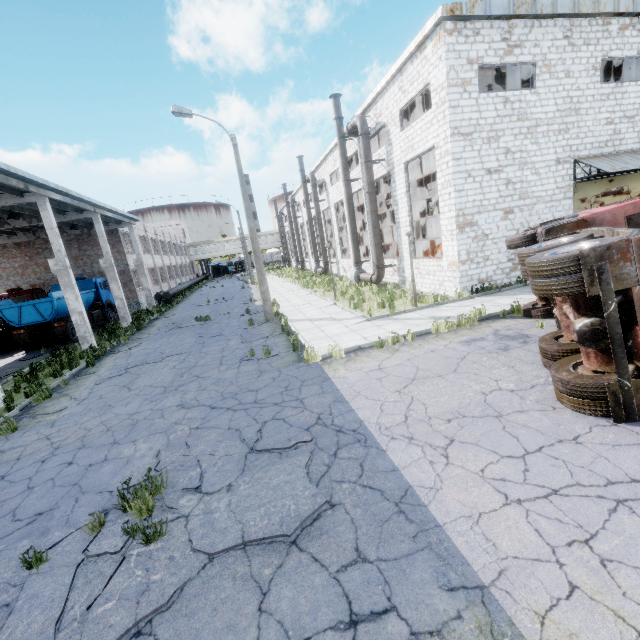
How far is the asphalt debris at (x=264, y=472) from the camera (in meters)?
3.97

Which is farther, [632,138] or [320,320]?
[632,138]

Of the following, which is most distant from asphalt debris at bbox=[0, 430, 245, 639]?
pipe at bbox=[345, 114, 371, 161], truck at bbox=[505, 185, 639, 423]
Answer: pipe at bbox=[345, 114, 371, 161]

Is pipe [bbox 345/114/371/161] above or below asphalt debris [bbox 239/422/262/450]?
above

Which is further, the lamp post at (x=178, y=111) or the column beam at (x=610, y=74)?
the column beam at (x=610, y=74)

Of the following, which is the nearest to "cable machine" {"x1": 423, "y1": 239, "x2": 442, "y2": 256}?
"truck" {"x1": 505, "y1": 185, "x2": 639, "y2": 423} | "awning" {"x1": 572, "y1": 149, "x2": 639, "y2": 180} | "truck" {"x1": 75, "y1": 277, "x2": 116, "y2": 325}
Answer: "awning" {"x1": 572, "y1": 149, "x2": 639, "y2": 180}

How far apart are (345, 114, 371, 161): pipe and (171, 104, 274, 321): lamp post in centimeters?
736cm

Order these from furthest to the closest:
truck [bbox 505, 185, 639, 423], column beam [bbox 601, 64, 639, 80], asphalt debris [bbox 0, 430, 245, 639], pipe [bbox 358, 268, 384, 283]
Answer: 1. pipe [bbox 358, 268, 384, 283]
2. column beam [bbox 601, 64, 639, 80]
3. truck [bbox 505, 185, 639, 423]
4. asphalt debris [bbox 0, 430, 245, 639]
